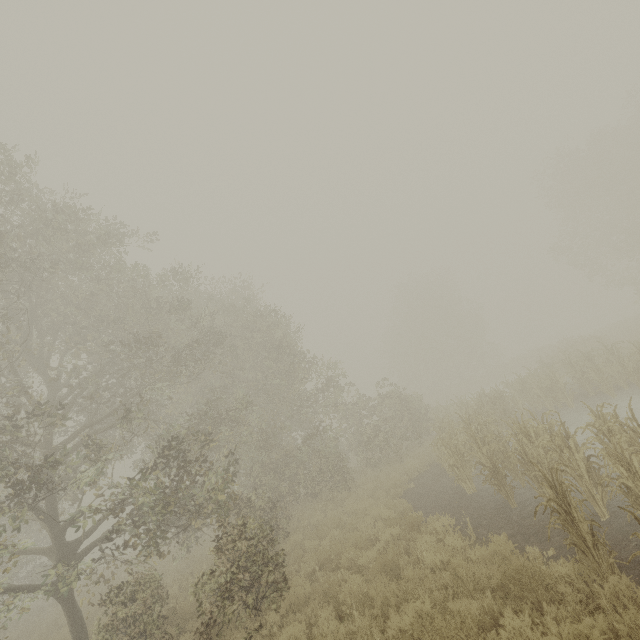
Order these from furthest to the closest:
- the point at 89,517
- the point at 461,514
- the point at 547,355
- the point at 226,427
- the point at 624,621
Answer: the point at 547,355 < the point at 226,427 < the point at 461,514 < the point at 89,517 < the point at 624,621
